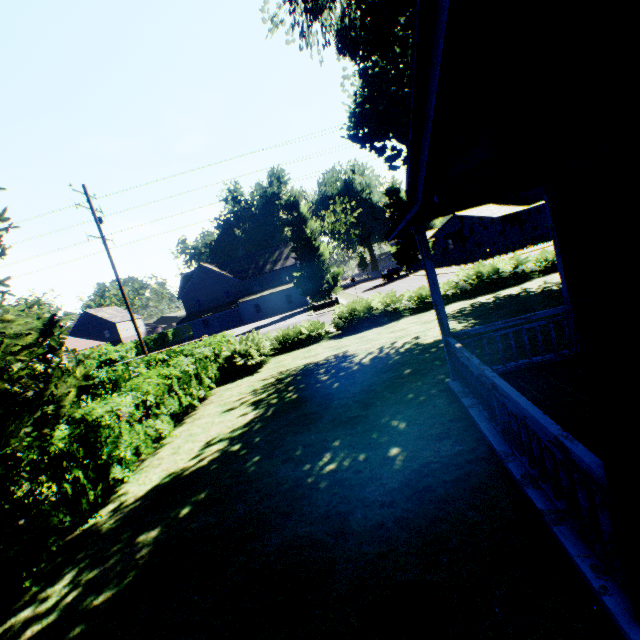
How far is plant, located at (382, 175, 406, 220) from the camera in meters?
52.0

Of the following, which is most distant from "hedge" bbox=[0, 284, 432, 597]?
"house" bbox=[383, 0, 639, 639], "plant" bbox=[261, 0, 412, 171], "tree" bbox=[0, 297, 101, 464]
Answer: "house" bbox=[383, 0, 639, 639]

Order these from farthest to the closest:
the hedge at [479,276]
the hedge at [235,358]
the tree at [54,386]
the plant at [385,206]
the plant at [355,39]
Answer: the plant at [385,206] → the hedge at [479,276] → the plant at [355,39] → the tree at [54,386] → the hedge at [235,358]

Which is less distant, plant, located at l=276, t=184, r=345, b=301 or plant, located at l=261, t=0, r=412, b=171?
plant, located at l=261, t=0, r=412, b=171

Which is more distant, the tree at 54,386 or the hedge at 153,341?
the hedge at 153,341

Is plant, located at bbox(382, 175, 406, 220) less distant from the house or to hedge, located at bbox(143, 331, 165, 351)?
hedge, located at bbox(143, 331, 165, 351)

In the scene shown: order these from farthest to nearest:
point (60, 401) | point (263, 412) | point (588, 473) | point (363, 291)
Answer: point (363, 291) → point (263, 412) → point (60, 401) → point (588, 473)
